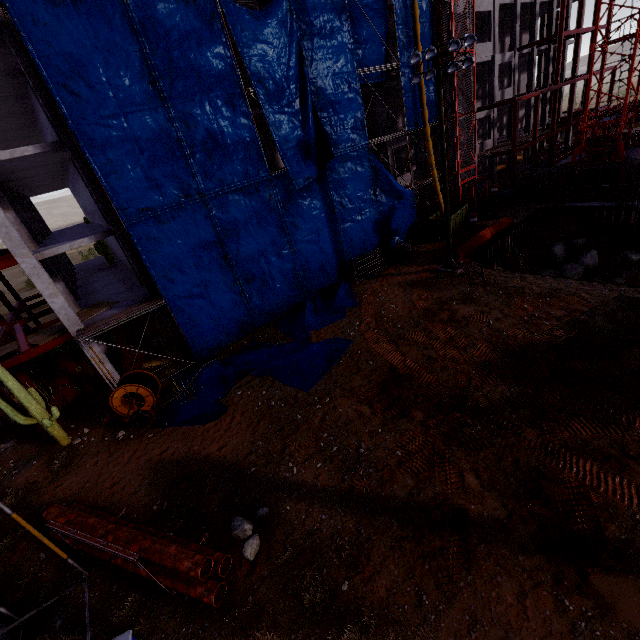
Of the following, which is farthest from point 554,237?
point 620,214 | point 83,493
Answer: point 83,493

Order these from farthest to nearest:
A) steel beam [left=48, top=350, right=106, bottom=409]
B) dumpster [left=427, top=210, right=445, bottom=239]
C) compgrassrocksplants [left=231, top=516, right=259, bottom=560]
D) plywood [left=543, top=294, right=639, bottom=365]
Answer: dumpster [left=427, top=210, right=445, bottom=239], steel beam [left=48, top=350, right=106, bottom=409], plywood [left=543, top=294, right=639, bottom=365], compgrassrocksplants [left=231, top=516, right=259, bottom=560]

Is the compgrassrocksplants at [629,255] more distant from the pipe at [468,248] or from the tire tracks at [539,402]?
the tire tracks at [539,402]

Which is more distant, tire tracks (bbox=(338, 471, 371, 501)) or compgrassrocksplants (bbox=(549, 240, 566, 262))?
compgrassrocksplants (bbox=(549, 240, 566, 262))

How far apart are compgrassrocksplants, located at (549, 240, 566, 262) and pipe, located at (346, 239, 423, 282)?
12.4 meters

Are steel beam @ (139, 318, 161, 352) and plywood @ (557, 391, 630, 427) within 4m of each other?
no

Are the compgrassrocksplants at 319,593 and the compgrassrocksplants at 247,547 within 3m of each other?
yes

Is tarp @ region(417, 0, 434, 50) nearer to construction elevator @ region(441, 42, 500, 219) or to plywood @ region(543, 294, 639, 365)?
construction elevator @ region(441, 42, 500, 219)
